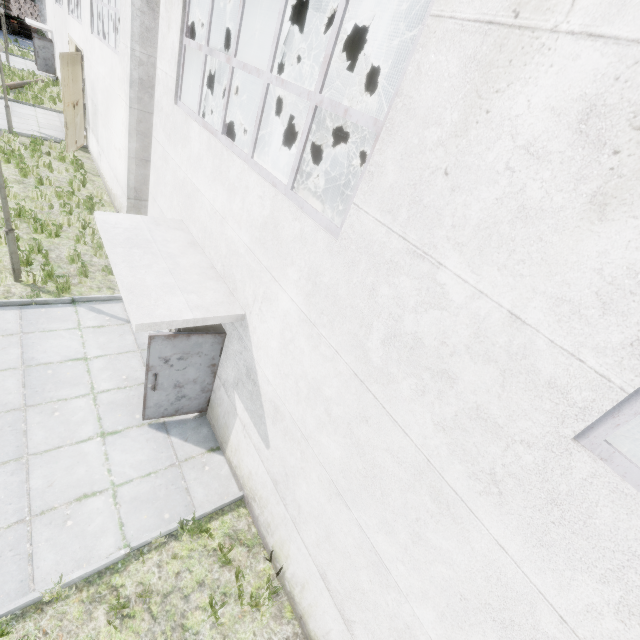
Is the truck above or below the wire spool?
below

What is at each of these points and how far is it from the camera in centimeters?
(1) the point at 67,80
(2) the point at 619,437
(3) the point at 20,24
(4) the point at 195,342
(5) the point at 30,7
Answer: (1) door, 1327cm
(2) wire spool, 948cm
(3) truck, 3431cm
(4) door, 538cm
(5) log pile, 3419cm

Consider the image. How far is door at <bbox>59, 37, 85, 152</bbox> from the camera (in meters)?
12.98

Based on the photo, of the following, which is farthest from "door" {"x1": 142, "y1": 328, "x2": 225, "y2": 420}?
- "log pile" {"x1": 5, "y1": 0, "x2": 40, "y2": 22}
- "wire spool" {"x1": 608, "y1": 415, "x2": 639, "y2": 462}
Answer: "log pile" {"x1": 5, "y1": 0, "x2": 40, "y2": 22}

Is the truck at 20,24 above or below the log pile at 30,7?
below

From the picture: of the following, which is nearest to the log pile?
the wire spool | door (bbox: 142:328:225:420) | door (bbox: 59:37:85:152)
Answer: door (bbox: 59:37:85:152)

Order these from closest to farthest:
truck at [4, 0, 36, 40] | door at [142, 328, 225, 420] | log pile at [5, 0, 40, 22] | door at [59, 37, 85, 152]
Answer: door at [142, 328, 225, 420] < door at [59, 37, 85, 152] < log pile at [5, 0, 40, 22] < truck at [4, 0, 36, 40]

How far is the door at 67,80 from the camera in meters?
13.0 m
